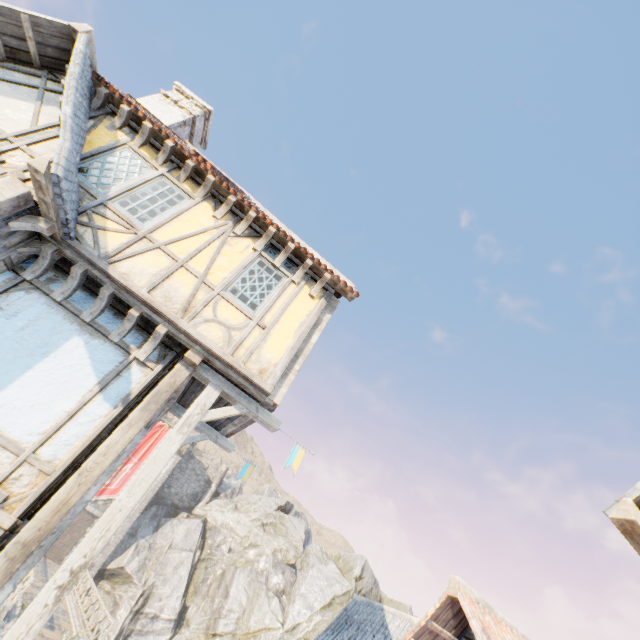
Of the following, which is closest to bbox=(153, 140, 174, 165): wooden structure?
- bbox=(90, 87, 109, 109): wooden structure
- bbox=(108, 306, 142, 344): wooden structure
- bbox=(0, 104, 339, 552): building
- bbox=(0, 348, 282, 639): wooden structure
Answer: bbox=(0, 104, 339, 552): building

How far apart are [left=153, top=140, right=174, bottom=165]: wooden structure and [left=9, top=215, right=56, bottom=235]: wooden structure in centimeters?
259cm

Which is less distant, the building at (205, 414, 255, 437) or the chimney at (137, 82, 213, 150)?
the building at (205, 414, 255, 437)

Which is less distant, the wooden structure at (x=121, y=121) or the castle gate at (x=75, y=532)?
the wooden structure at (x=121, y=121)

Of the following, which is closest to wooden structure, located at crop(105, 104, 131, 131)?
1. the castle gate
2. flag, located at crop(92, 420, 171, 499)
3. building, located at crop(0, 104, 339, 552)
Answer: building, located at crop(0, 104, 339, 552)

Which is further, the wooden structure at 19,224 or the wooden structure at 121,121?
the wooden structure at 121,121

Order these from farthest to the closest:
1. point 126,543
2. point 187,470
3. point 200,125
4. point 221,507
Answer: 1. point 187,470
2. point 221,507
3. point 126,543
4. point 200,125

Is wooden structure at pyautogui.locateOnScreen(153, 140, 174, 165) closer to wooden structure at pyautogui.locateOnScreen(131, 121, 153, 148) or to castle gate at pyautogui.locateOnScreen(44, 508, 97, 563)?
wooden structure at pyautogui.locateOnScreen(131, 121, 153, 148)
